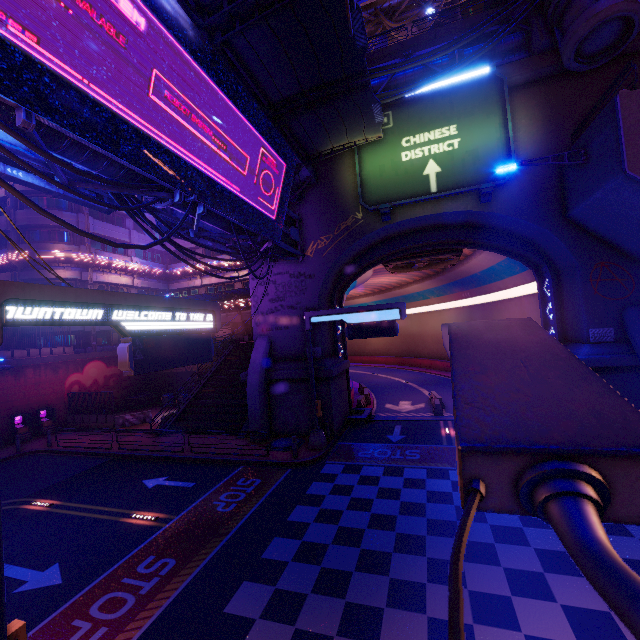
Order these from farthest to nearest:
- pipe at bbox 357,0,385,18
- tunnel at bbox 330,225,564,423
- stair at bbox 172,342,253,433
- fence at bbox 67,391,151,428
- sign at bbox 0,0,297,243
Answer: pipe at bbox 357,0,385,18, fence at bbox 67,391,151,428, stair at bbox 172,342,253,433, tunnel at bbox 330,225,564,423, sign at bbox 0,0,297,243

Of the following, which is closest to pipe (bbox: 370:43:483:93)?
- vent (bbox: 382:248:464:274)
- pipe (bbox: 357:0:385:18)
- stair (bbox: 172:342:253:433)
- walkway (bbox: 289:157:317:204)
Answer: walkway (bbox: 289:157:317:204)

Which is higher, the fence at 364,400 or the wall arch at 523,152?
the wall arch at 523,152

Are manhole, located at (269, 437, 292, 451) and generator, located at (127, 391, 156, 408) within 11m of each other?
no

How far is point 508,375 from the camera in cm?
94

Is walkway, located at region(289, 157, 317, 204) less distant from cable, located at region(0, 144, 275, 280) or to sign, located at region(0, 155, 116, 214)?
sign, located at region(0, 155, 116, 214)

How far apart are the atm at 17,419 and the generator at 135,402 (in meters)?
8.03

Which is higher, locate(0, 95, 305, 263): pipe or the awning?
the awning
